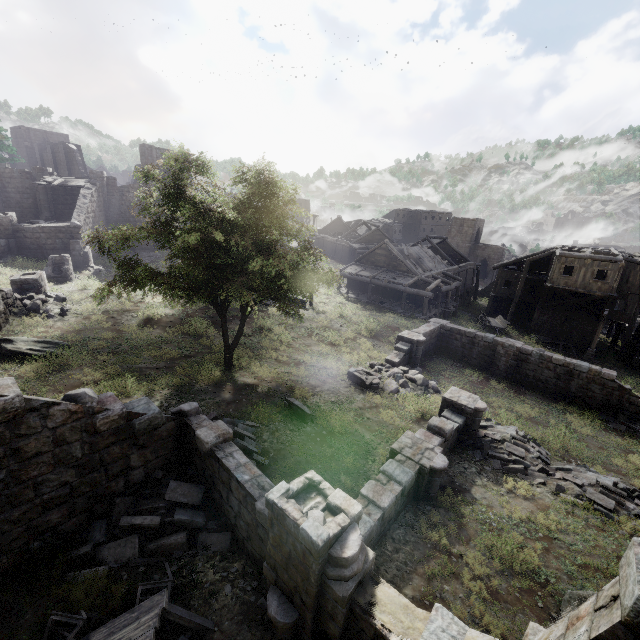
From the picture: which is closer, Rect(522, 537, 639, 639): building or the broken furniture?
Rect(522, 537, 639, 639): building

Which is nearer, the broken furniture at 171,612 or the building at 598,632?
the building at 598,632

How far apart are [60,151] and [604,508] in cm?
5788

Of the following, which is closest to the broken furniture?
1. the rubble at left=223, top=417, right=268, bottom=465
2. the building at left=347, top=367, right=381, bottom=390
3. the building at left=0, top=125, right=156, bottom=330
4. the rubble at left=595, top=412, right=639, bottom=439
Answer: the rubble at left=223, top=417, right=268, bottom=465

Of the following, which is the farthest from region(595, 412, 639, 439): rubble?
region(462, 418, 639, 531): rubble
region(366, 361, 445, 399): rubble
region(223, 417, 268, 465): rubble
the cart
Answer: region(223, 417, 268, 465): rubble

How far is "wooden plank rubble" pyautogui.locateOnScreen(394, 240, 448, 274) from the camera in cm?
3512

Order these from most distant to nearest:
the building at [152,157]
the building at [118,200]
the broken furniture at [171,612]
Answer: the building at [152,157] < the building at [118,200] < the broken furniture at [171,612]

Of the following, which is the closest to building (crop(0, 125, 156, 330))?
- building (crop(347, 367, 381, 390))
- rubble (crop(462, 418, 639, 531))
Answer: building (crop(347, 367, 381, 390))
